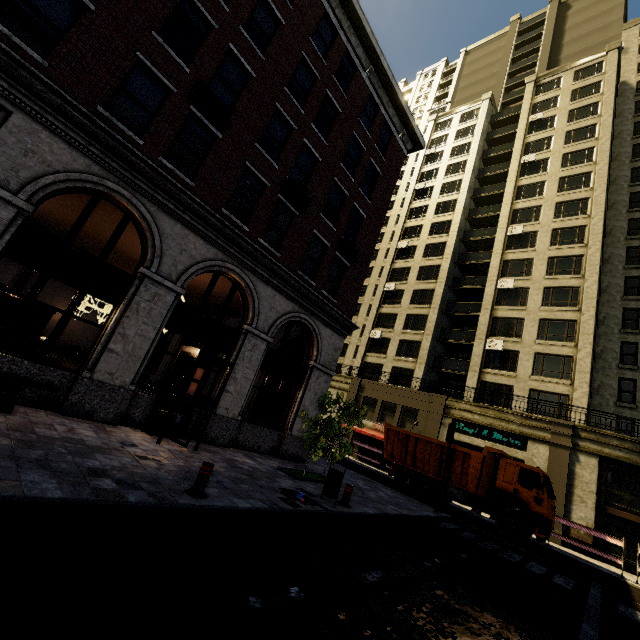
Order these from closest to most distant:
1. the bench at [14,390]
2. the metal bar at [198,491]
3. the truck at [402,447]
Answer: the metal bar at [198,491] → the bench at [14,390] → the truck at [402,447]

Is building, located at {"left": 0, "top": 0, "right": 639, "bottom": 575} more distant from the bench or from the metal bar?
the metal bar

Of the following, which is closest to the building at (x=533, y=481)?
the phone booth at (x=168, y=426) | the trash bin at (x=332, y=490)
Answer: the phone booth at (x=168, y=426)

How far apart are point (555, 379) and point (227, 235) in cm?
2553

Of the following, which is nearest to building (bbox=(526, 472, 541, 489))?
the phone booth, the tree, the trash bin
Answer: the phone booth

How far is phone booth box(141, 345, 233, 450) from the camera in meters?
8.9 m

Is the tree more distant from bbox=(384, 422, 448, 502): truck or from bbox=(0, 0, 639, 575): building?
bbox=(384, 422, 448, 502): truck

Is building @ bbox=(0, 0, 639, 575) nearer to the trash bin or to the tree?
the tree
